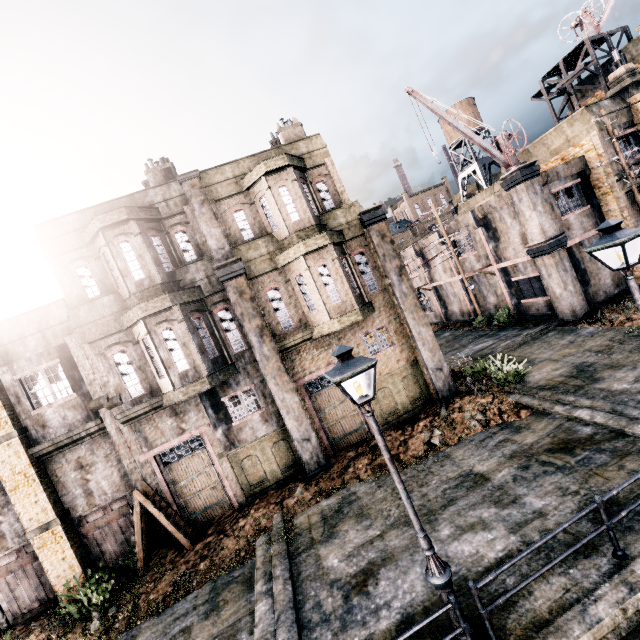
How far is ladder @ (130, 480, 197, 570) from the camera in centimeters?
1177cm

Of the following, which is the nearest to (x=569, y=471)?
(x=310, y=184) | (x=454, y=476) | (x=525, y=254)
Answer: (x=454, y=476)

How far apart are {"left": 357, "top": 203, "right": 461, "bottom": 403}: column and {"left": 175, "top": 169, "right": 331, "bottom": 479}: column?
5.5 meters

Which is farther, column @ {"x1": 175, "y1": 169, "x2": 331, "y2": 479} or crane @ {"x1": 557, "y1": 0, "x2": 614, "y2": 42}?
crane @ {"x1": 557, "y1": 0, "x2": 614, "y2": 42}

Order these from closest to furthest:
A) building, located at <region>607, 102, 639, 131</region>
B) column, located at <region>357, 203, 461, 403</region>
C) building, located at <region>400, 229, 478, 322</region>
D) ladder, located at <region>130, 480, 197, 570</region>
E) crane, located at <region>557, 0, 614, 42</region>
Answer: ladder, located at <region>130, 480, 197, 570</region>, column, located at <region>357, 203, 461, 403</region>, building, located at <region>607, 102, 639, 131</region>, crane, located at <region>557, 0, 614, 42</region>, building, located at <region>400, 229, 478, 322</region>

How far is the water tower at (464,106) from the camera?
38.5 meters

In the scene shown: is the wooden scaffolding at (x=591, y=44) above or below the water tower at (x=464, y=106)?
below

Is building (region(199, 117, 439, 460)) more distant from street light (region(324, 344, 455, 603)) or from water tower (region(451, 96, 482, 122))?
water tower (region(451, 96, 482, 122))
